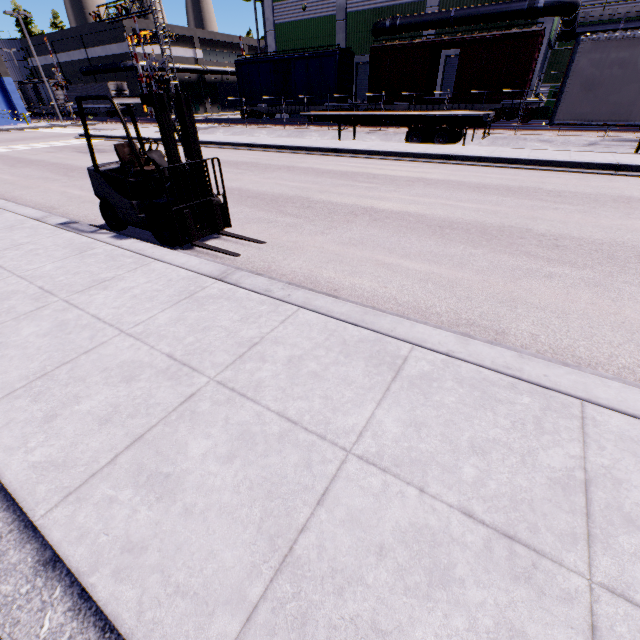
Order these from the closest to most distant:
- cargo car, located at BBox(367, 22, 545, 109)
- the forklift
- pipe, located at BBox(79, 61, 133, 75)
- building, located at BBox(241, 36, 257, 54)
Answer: the forklift, cargo car, located at BBox(367, 22, 545, 109), pipe, located at BBox(79, 61, 133, 75), building, located at BBox(241, 36, 257, 54)

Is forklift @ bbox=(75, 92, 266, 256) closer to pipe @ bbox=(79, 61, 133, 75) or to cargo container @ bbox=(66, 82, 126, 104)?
pipe @ bbox=(79, 61, 133, 75)

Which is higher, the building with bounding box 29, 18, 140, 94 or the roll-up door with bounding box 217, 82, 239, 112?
the building with bounding box 29, 18, 140, 94

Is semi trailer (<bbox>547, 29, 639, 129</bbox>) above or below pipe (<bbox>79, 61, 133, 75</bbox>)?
below

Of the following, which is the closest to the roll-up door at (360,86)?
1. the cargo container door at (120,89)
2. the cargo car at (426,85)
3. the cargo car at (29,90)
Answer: the cargo car at (426,85)

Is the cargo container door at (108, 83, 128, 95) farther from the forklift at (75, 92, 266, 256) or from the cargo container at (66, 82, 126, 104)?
the forklift at (75, 92, 266, 256)

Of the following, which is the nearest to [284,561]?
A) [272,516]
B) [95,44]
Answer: [272,516]

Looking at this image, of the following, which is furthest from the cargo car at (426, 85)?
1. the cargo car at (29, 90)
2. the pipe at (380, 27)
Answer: the cargo car at (29, 90)
